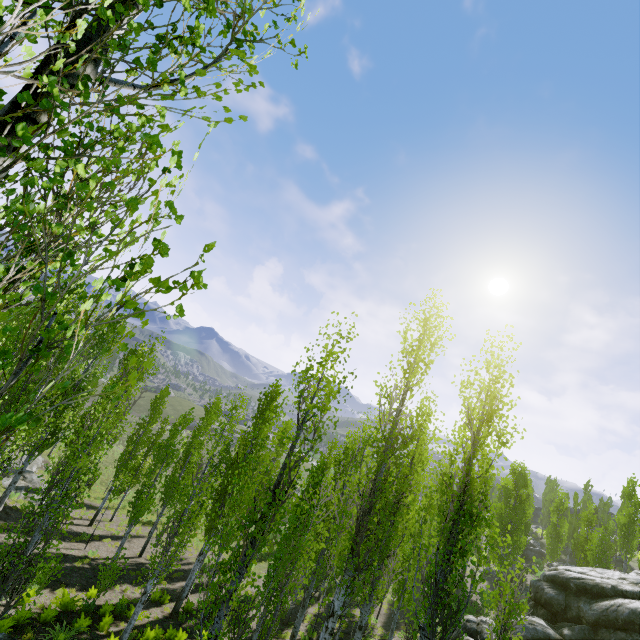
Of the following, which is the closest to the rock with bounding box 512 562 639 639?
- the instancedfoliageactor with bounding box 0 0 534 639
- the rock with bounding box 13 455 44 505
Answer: the instancedfoliageactor with bounding box 0 0 534 639

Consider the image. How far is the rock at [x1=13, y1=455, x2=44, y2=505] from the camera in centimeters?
2008cm

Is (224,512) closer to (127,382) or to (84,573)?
(84,573)

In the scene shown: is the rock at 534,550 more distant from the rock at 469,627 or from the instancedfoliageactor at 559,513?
the rock at 469,627

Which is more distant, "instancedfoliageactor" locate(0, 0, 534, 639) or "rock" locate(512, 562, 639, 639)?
"rock" locate(512, 562, 639, 639)

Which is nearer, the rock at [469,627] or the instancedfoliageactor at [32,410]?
the instancedfoliageactor at [32,410]

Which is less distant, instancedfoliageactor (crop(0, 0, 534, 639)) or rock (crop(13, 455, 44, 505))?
instancedfoliageactor (crop(0, 0, 534, 639))

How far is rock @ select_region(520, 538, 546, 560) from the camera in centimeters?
4734cm
